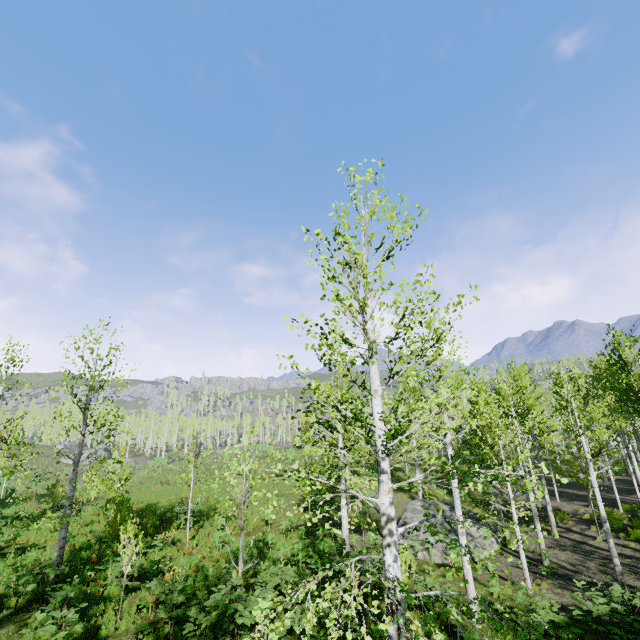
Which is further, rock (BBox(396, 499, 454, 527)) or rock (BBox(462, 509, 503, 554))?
rock (BBox(396, 499, 454, 527))

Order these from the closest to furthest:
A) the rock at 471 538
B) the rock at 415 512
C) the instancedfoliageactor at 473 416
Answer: the instancedfoliageactor at 473 416 < the rock at 471 538 < the rock at 415 512

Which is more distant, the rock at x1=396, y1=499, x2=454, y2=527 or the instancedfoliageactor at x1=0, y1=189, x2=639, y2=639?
the rock at x1=396, y1=499, x2=454, y2=527

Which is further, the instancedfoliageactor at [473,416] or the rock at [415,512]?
the rock at [415,512]

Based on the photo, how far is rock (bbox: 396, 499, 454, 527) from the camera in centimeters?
1886cm

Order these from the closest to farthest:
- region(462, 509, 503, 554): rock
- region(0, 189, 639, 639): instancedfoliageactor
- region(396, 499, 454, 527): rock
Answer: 1. region(0, 189, 639, 639): instancedfoliageactor
2. region(462, 509, 503, 554): rock
3. region(396, 499, 454, 527): rock

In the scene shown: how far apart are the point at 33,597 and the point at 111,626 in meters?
4.0 m
